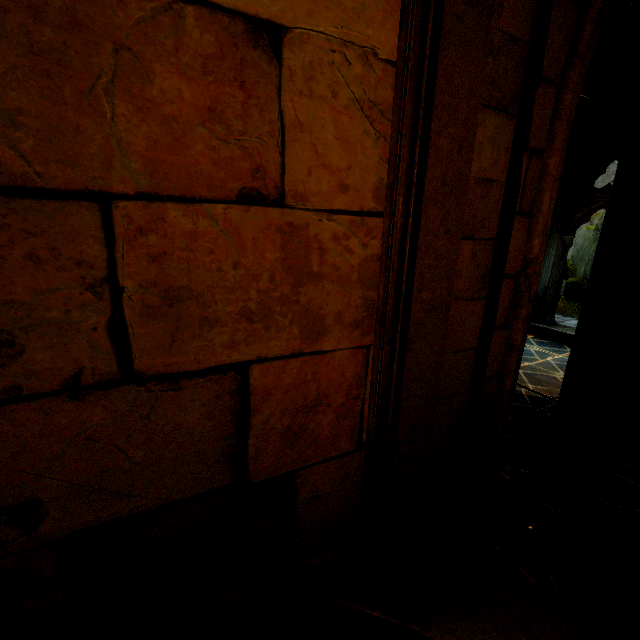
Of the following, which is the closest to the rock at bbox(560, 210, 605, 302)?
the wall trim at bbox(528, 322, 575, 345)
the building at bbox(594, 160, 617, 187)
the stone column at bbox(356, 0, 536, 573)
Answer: the building at bbox(594, 160, 617, 187)

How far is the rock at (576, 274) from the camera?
14.92m

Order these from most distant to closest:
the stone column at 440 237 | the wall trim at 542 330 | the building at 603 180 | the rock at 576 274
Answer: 1. the building at 603 180
2. the rock at 576 274
3. the wall trim at 542 330
4. the stone column at 440 237

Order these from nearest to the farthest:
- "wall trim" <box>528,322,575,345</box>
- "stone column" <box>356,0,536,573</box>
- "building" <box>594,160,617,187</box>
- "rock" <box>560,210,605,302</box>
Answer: "stone column" <box>356,0,536,573</box> → "wall trim" <box>528,322,575,345</box> → "rock" <box>560,210,605,302</box> → "building" <box>594,160,617,187</box>

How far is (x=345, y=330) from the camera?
1.73m

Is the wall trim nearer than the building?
Yes

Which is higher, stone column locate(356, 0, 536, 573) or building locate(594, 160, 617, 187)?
building locate(594, 160, 617, 187)
